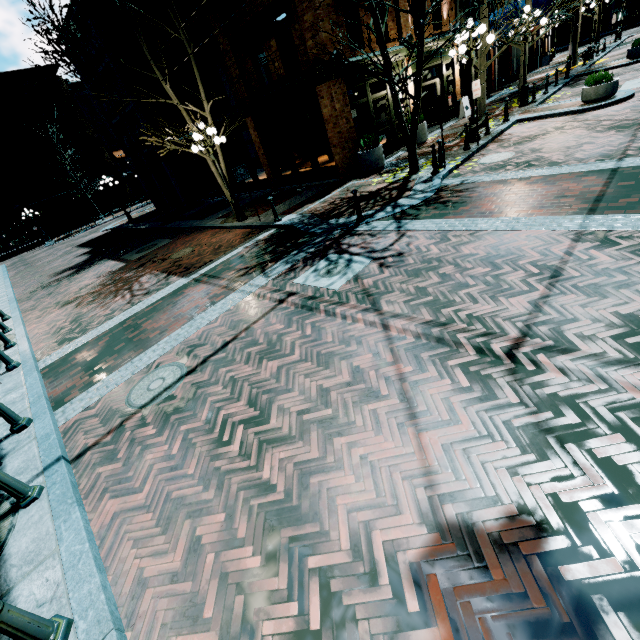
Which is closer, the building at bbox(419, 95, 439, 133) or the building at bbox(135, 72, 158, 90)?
the building at bbox(419, 95, 439, 133)

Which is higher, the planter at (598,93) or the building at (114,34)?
the building at (114,34)

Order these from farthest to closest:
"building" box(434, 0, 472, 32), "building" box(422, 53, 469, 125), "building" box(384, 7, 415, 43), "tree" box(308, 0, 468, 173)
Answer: "building" box(422, 53, 469, 125), "building" box(434, 0, 472, 32), "building" box(384, 7, 415, 43), "tree" box(308, 0, 468, 173)

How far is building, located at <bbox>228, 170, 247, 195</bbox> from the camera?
19.3m

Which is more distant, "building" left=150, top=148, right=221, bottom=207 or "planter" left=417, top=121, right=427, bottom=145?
"building" left=150, top=148, right=221, bottom=207

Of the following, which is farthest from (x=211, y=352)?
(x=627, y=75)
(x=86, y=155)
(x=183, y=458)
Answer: (x=86, y=155)

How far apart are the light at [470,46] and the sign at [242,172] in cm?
808
